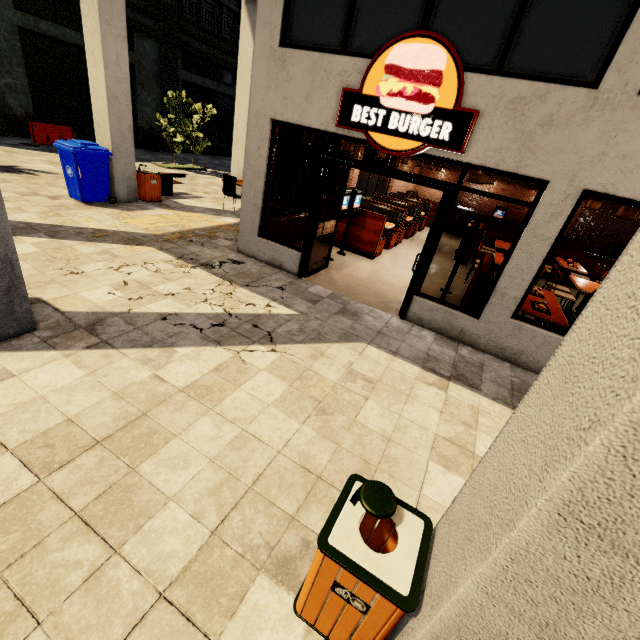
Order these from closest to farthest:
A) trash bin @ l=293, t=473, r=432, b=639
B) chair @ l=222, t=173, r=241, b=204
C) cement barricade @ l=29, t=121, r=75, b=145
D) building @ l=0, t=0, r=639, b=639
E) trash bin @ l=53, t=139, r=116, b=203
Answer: building @ l=0, t=0, r=639, b=639 < trash bin @ l=293, t=473, r=432, b=639 < trash bin @ l=53, t=139, r=116, b=203 < chair @ l=222, t=173, r=241, b=204 < cement barricade @ l=29, t=121, r=75, b=145

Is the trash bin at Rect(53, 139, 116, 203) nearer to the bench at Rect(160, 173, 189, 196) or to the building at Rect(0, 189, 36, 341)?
the building at Rect(0, 189, 36, 341)

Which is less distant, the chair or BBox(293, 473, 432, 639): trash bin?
BBox(293, 473, 432, 639): trash bin

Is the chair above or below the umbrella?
below

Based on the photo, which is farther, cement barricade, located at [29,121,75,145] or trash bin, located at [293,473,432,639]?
cement barricade, located at [29,121,75,145]

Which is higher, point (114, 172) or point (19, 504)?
point (114, 172)

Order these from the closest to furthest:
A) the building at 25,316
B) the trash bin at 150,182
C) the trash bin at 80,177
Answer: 1. the building at 25,316
2. the trash bin at 80,177
3. the trash bin at 150,182

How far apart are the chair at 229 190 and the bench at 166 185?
1.69m
